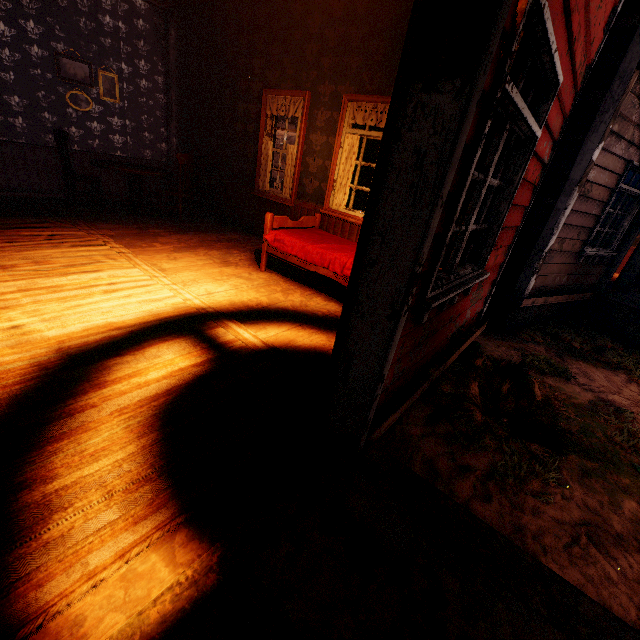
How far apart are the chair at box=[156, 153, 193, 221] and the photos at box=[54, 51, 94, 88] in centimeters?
247cm

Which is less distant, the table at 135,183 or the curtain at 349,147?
the curtain at 349,147

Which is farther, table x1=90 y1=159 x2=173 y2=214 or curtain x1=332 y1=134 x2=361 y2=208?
table x1=90 y1=159 x2=173 y2=214

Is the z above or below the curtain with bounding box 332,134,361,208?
below

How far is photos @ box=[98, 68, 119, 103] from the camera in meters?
6.4

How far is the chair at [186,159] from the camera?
5.9m

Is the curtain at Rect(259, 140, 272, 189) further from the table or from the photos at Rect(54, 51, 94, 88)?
the photos at Rect(54, 51, 94, 88)

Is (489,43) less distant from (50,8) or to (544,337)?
(544,337)
